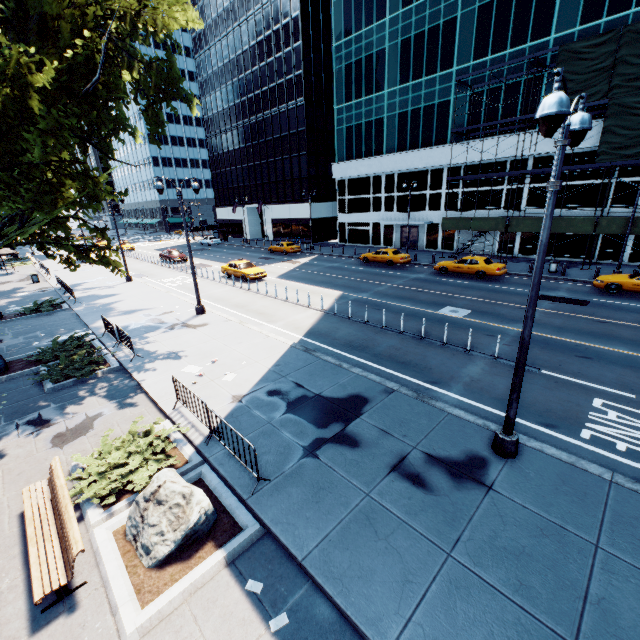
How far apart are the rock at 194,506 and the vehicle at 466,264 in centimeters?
2395cm

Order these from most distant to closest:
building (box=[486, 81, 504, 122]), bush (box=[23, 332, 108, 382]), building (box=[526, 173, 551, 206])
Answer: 1. building (box=[486, 81, 504, 122])
2. building (box=[526, 173, 551, 206])
3. bush (box=[23, 332, 108, 382])

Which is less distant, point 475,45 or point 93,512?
point 93,512

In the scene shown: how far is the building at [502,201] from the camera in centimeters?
3075cm

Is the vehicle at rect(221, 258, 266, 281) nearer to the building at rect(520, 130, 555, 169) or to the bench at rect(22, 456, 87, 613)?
the building at rect(520, 130, 555, 169)

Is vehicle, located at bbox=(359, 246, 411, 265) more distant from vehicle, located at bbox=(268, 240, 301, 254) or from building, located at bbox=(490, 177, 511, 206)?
vehicle, located at bbox=(268, 240, 301, 254)

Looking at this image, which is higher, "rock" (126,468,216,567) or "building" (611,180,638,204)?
"building" (611,180,638,204)

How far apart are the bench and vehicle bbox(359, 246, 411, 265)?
27.8 meters
